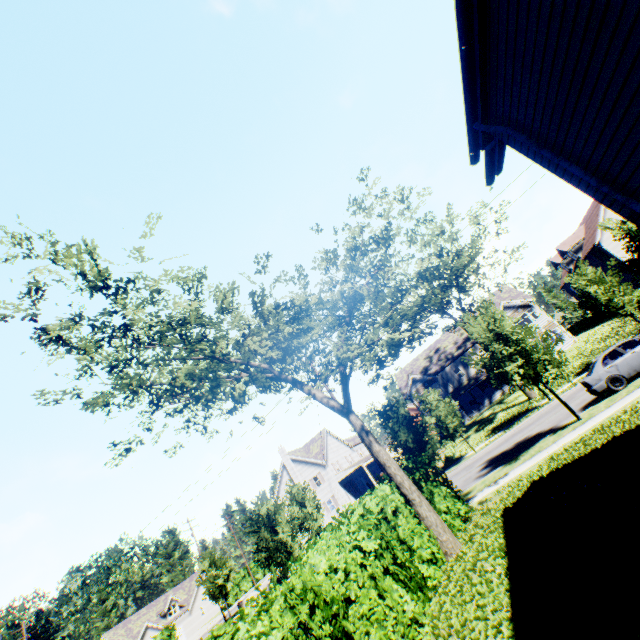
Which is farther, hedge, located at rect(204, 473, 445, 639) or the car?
the car

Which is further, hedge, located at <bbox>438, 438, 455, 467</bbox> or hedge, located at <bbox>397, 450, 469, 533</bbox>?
hedge, located at <bbox>438, 438, 455, 467</bbox>

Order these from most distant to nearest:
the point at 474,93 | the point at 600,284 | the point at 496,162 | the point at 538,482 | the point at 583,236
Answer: the point at 583,236
the point at 600,284
the point at 538,482
the point at 496,162
the point at 474,93

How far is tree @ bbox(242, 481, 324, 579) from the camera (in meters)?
20.67

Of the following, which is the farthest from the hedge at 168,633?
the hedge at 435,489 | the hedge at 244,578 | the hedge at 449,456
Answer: the hedge at 435,489

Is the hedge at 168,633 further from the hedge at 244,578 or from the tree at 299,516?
the tree at 299,516

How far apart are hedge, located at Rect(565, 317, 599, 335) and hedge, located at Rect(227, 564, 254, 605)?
67.7m

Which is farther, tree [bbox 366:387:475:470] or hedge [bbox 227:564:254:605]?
hedge [bbox 227:564:254:605]
